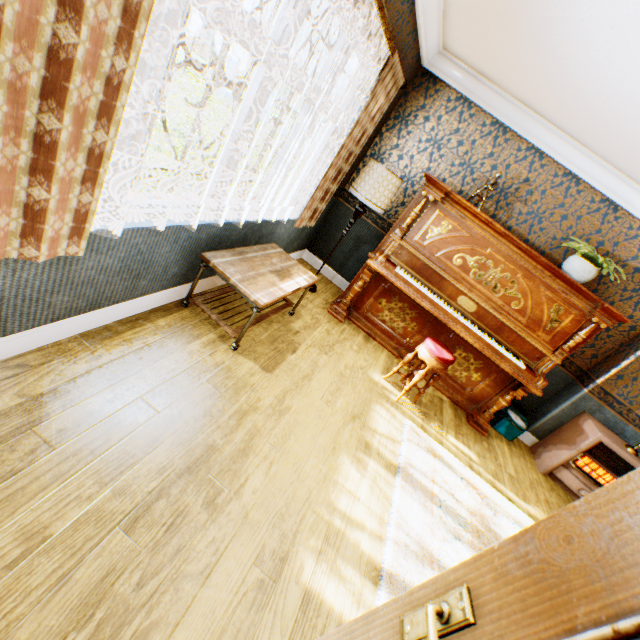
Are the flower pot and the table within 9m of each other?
yes

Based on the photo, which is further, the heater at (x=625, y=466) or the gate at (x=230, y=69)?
the gate at (x=230, y=69)

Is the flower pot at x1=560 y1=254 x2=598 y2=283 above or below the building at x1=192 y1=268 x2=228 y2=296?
above

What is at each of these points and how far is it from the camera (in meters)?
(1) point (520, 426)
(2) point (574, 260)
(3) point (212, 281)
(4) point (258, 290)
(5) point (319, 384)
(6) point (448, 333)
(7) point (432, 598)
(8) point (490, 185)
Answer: (1) scale, 4.27
(2) flower pot, 3.64
(3) building, 3.14
(4) table, 2.56
(5) building, 3.03
(6) piano, 4.17
(7) bp, 0.80
(8) knight, 3.75

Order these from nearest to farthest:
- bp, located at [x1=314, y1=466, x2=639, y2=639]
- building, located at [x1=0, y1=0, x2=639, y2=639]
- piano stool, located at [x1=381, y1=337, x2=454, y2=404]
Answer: bp, located at [x1=314, y1=466, x2=639, y2=639]
building, located at [x1=0, y1=0, x2=639, y2=639]
piano stool, located at [x1=381, y1=337, x2=454, y2=404]

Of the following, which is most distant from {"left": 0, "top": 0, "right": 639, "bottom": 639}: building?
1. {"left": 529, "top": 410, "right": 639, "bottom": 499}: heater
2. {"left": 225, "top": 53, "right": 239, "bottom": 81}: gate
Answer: {"left": 225, "top": 53, "right": 239, "bottom": 81}: gate

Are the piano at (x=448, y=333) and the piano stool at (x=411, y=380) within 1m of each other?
yes

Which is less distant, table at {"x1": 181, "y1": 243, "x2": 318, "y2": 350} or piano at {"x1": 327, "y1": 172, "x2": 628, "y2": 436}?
table at {"x1": 181, "y1": 243, "x2": 318, "y2": 350}
